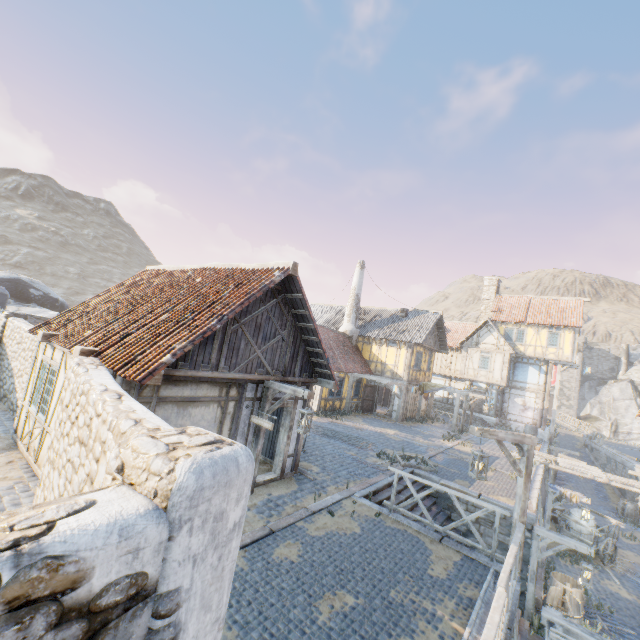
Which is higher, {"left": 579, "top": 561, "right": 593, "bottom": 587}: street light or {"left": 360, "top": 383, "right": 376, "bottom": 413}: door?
{"left": 360, "top": 383, "right": 376, "bottom": 413}: door

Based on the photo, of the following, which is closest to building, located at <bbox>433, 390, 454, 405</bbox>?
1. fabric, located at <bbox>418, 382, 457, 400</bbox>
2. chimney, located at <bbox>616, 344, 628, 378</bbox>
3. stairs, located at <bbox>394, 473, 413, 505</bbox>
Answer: fabric, located at <bbox>418, 382, 457, 400</bbox>

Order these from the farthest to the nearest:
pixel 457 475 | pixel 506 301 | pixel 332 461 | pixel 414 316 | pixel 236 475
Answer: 1. pixel 506 301
2. pixel 414 316
3. pixel 457 475
4. pixel 332 461
5. pixel 236 475

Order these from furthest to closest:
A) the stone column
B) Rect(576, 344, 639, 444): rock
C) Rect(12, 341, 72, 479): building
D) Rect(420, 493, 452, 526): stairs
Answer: Rect(576, 344, 639, 444): rock, Rect(420, 493, 452, 526): stairs, Rect(12, 341, 72, 479): building, the stone column

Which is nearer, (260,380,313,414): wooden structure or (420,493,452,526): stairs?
(260,380,313,414): wooden structure

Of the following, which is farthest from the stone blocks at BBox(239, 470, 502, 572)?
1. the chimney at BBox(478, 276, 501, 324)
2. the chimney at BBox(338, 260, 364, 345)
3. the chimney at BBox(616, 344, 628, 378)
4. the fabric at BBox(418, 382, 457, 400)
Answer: the chimney at BBox(616, 344, 628, 378)

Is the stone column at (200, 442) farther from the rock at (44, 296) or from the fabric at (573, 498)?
the fabric at (573, 498)

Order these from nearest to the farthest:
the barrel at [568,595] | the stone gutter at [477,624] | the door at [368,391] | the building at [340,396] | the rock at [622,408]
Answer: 1. the stone gutter at [477,624]
2. the barrel at [568,595]
3. the building at [340,396]
4. the door at [368,391]
5. the rock at [622,408]
